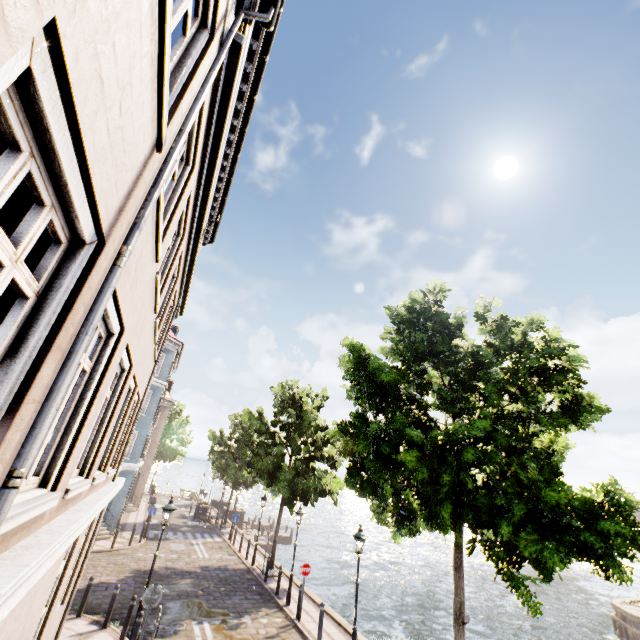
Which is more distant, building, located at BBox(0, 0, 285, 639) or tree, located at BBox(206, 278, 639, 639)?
tree, located at BBox(206, 278, 639, 639)

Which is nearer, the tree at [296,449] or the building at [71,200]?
the building at [71,200]

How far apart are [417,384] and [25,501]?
9.73m
